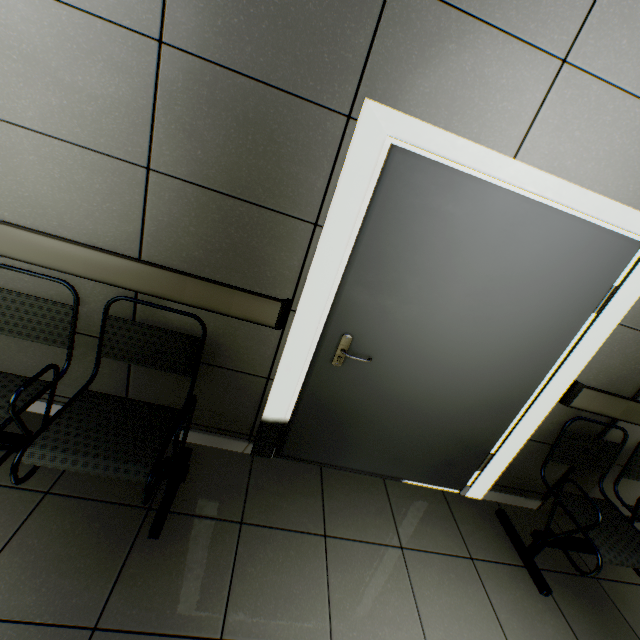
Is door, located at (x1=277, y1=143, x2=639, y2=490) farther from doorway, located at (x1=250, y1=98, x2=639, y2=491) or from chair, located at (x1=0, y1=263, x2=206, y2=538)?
chair, located at (x1=0, y1=263, x2=206, y2=538)

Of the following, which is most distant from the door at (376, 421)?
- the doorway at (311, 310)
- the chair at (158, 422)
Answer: the chair at (158, 422)

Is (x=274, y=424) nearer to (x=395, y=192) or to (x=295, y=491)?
(x=295, y=491)

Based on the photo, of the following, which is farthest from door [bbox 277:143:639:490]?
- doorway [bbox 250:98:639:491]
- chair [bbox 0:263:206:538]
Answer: chair [bbox 0:263:206:538]

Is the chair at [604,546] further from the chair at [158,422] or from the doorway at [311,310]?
the chair at [158,422]

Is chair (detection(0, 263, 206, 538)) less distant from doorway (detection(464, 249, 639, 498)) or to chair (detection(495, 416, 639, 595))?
doorway (detection(464, 249, 639, 498))

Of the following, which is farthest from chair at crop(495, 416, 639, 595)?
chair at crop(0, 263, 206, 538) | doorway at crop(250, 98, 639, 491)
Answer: chair at crop(0, 263, 206, 538)
